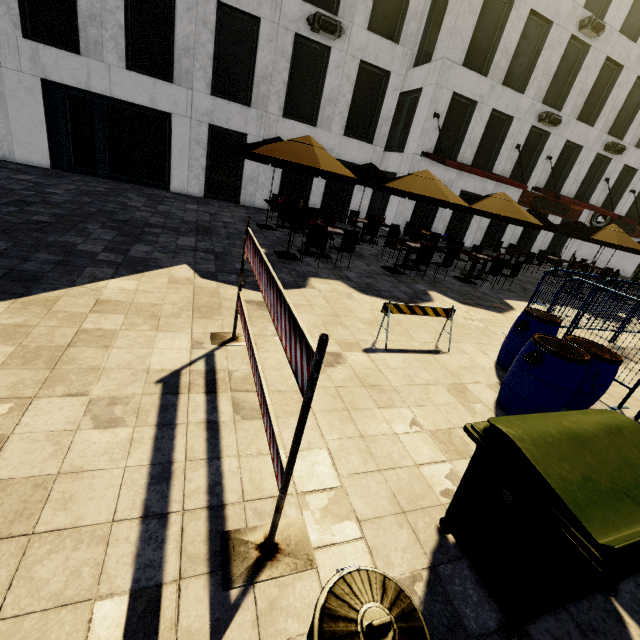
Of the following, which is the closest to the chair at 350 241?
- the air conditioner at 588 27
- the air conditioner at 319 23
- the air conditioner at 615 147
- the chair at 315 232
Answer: the chair at 315 232

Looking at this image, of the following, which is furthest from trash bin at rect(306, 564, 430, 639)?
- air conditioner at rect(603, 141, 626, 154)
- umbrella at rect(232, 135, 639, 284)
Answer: air conditioner at rect(603, 141, 626, 154)

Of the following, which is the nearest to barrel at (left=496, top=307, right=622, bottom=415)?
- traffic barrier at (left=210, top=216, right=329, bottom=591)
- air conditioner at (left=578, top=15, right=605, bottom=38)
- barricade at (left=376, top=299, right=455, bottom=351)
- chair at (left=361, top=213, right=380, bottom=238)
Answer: barricade at (left=376, top=299, right=455, bottom=351)

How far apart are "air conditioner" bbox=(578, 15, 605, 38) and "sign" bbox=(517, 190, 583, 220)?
7.16m

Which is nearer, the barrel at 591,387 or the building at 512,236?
the barrel at 591,387

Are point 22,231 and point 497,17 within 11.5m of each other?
no

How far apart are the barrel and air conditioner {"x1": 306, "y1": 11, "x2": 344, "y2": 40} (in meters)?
14.19

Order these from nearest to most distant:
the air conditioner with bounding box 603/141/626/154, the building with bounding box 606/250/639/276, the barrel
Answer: the barrel < the air conditioner with bounding box 603/141/626/154 < the building with bounding box 606/250/639/276
